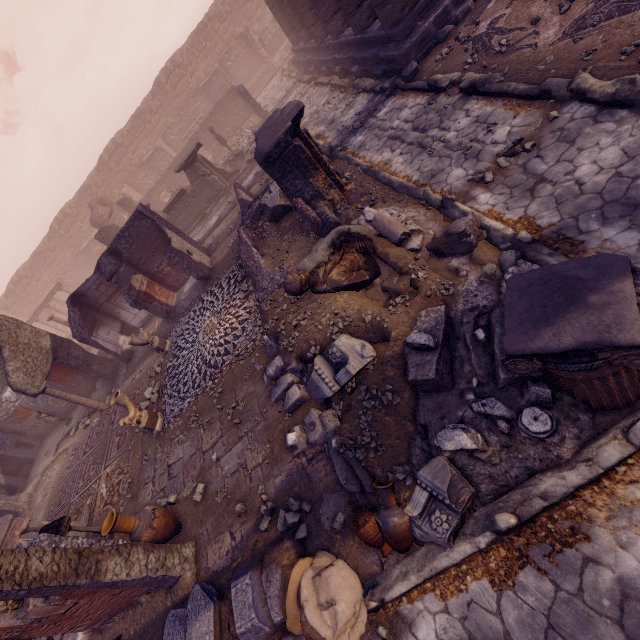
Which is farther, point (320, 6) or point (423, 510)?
point (320, 6)

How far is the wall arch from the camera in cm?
2127

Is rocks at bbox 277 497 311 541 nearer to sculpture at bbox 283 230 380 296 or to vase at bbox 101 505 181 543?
vase at bbox 101 505 181 543

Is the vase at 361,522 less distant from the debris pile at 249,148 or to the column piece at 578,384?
the column piece at 578,384

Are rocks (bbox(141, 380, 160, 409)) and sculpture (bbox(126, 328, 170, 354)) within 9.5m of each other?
yes

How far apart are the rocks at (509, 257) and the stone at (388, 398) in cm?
217

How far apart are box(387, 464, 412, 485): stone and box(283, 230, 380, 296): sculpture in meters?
2.6 m

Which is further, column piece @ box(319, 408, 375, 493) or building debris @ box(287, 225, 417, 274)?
building debris @ box(287, 225, 417, 274)
